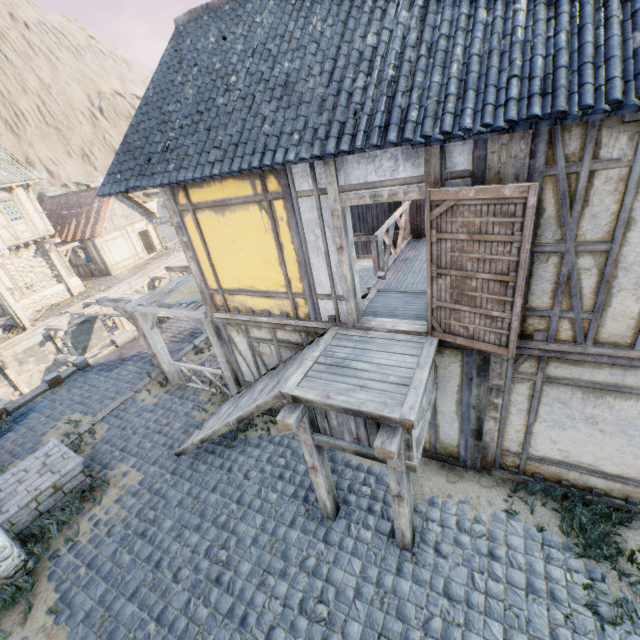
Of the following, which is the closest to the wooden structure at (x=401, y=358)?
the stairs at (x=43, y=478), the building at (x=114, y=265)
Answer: the stairs at (x=43, y=478)

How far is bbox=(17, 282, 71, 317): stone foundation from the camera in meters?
19.1

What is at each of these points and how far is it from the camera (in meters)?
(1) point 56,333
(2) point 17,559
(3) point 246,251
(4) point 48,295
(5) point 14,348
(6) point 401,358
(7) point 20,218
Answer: (1) wooden structure, 16.95
(2) stone foundation, 5.82
(3) building, 6.02
(4) stone foundation, 20.27
(5) stone blocks, 15.66
(6) wooden structure, 4.76
(7) building, 18.61

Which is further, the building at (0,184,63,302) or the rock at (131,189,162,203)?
the rock at (131,189,162,203)

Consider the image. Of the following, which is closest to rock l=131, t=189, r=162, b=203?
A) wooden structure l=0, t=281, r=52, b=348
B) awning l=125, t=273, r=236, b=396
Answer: awning l=125, t=273, r=236, b=396

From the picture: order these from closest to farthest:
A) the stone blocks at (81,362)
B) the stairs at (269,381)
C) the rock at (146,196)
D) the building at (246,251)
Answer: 1. the building at (246,251)
2. the stairs at (269,381)
3. the stone blocks at (81,362)
4. the rock at (146,196)

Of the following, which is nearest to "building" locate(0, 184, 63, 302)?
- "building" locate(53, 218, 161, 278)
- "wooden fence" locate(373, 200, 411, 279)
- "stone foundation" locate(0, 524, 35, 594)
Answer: "building" locate(53, 218, 161, 278)

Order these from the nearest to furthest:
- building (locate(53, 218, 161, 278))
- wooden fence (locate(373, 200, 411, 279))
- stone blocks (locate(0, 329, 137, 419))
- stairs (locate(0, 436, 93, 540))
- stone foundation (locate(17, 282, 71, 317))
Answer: stairs (locate(0, 436, 93, 540)), wooden fence (locate(373, 200, 411, 279)), stone blocks (locate(0, 329, 137, 419)), stone foundation (locate(17, 282, 71, 317)), building (locate(53, 218, 161, 278))
